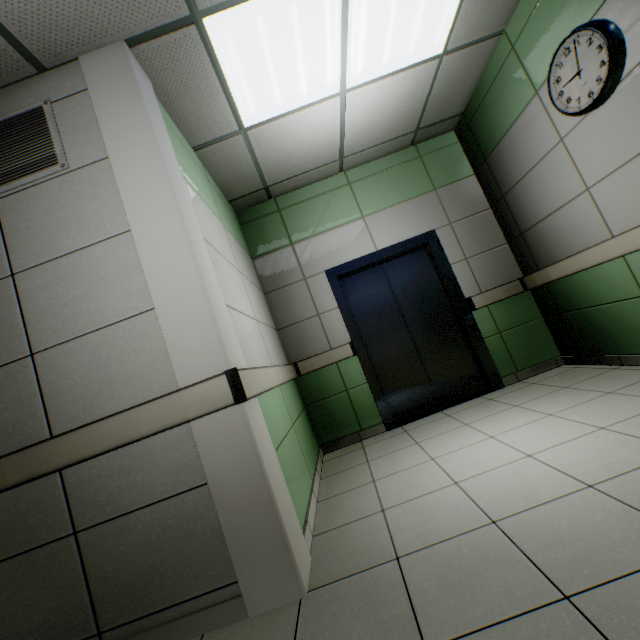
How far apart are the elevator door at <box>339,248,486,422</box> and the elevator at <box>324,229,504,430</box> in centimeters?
1cm

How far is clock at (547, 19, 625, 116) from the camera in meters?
2.2 m

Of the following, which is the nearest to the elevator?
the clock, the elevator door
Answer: the elevator door

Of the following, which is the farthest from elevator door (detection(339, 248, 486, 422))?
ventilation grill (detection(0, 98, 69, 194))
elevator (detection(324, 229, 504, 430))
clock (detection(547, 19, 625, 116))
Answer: ventilation grill (detection(0, 98, 69, 194))

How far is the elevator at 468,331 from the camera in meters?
3.8 m

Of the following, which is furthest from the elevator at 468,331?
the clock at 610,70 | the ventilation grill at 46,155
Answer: the ventilation grill at 46,155

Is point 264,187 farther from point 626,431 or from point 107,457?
point 626,431

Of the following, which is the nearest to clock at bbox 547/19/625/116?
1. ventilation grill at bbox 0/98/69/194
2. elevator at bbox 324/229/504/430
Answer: elevator at bbox 324/229/504/430
